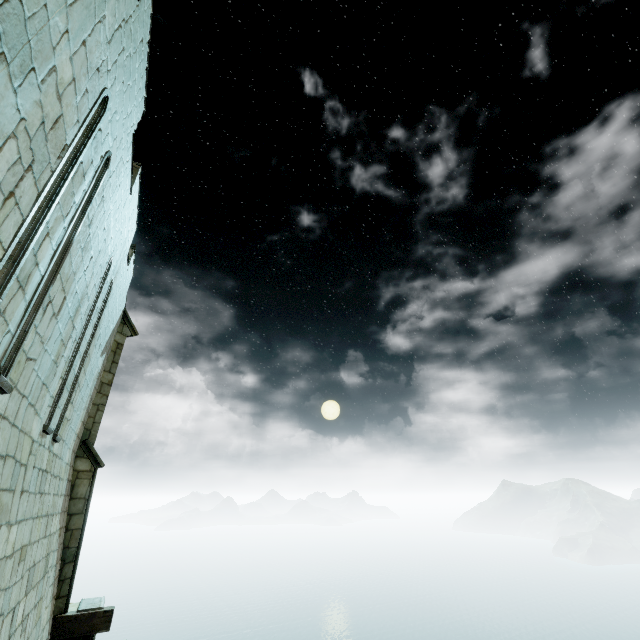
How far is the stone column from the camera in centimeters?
823cm

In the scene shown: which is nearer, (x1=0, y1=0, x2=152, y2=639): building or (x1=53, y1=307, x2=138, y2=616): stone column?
(x1=0, y1=0, x2=152, y2=639): building

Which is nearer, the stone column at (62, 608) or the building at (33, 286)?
the building at (33, 286)

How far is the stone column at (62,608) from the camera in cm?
823

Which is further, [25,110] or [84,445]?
[84,445]
